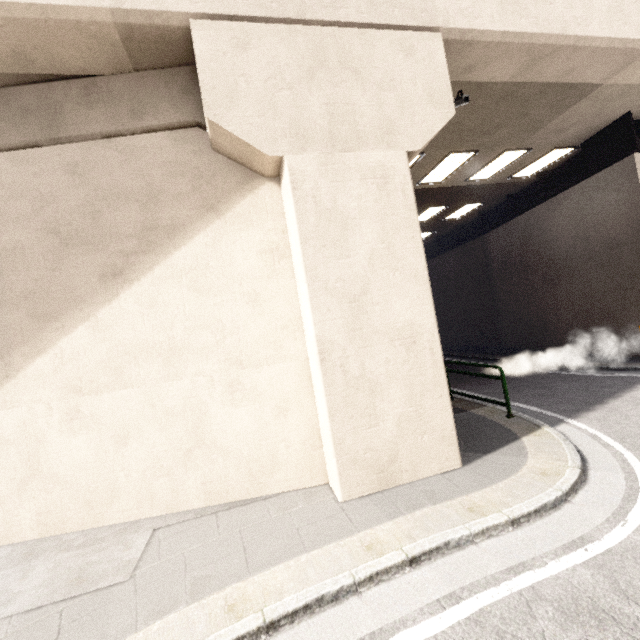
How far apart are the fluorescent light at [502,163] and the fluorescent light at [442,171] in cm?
101

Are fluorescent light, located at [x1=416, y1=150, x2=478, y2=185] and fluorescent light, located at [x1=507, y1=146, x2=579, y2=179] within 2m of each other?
no

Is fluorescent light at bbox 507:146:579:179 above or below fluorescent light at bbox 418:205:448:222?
below

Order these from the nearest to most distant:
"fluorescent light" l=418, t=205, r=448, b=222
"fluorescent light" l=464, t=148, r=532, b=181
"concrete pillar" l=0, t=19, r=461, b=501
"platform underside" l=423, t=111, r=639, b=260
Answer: "concrete pillar" l=0, t=19, r=461, b=501, "platform underside" l=423, t=111, r=639, b=260, "fluorescent light" l=464, t=148, r=532, b=181, "fluorescent light" l=418, t=205, r=448, b=222

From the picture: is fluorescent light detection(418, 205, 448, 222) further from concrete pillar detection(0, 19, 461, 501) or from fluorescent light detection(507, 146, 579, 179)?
concrete pillar detection(0, 19, 461, 501)

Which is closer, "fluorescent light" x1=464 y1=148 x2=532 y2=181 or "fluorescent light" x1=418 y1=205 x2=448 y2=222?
"fluorescent light" x1=464 y1=148 x2=532 y2=181

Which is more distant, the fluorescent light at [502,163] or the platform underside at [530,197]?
the fluorescent light at [502,163]

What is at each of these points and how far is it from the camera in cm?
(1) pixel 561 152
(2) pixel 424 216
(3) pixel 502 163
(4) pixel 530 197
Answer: (1) fluorescent light, 1070
(2) fluorescent light, 1531
(3) fluorescent light, 1080
(4) platform underside, 1352
